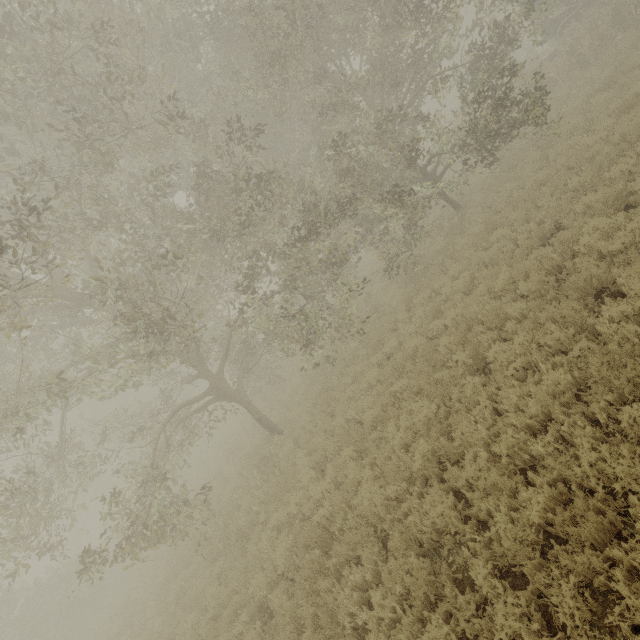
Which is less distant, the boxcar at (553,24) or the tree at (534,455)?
the tree at (534,455)

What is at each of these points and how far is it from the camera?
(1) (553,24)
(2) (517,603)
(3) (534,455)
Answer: (1) boxcar, 18.19m
(2) tree, 4.07m
(3) tree, 5.04m

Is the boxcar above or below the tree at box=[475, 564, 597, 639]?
above

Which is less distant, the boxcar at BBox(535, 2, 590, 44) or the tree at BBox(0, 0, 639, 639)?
the tree at BBox(0, 0, 639, 639)

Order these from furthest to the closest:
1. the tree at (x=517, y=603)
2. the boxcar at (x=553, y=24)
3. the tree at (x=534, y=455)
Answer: the boxcar at (x=553, y=24)
the tree at (x=534, y=455)
the tree at (x=517, y=603)

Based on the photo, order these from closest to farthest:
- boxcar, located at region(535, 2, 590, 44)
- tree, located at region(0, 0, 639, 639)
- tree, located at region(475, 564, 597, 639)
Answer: tree, located at region(475, 564, 597, 639), tree, located at region(0, 0, 639, 639), boxcar, located at region(535, 2, 590, 44)

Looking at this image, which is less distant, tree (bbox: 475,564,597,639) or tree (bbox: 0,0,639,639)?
tree (bbox: 475,564,597,639)
